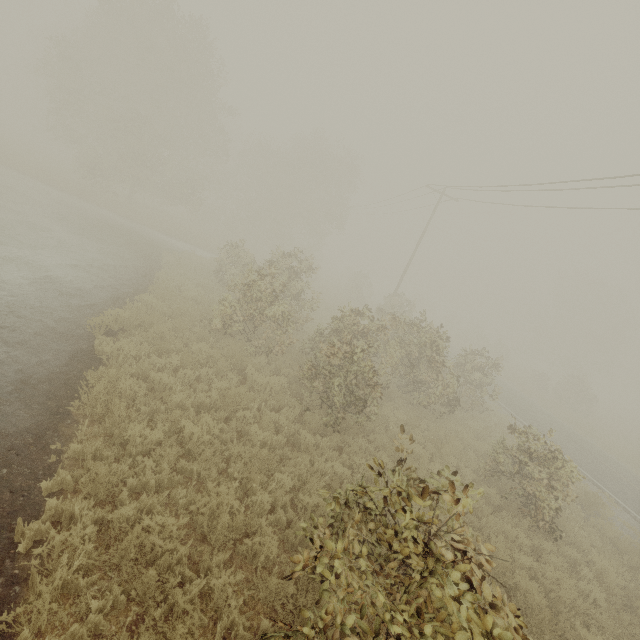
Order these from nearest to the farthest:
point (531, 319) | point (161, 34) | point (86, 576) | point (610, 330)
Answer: point (86, 576)
point (161, 34)
point (610, 330)
point (531, 319)
